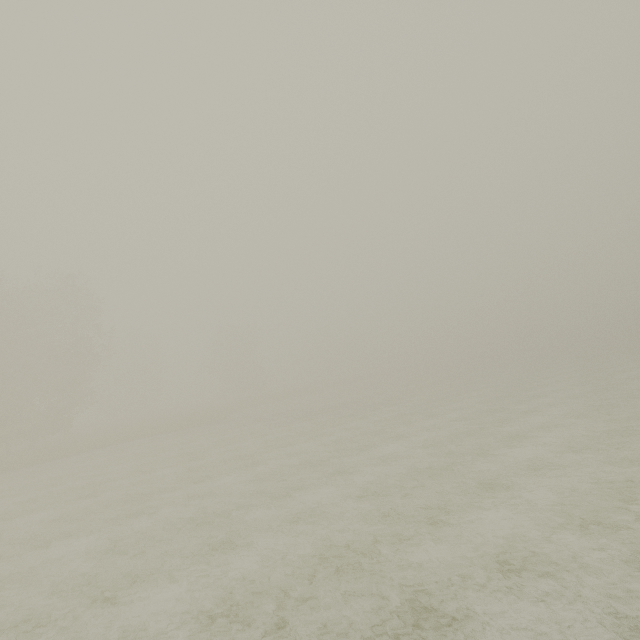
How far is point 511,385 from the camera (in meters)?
29.09
